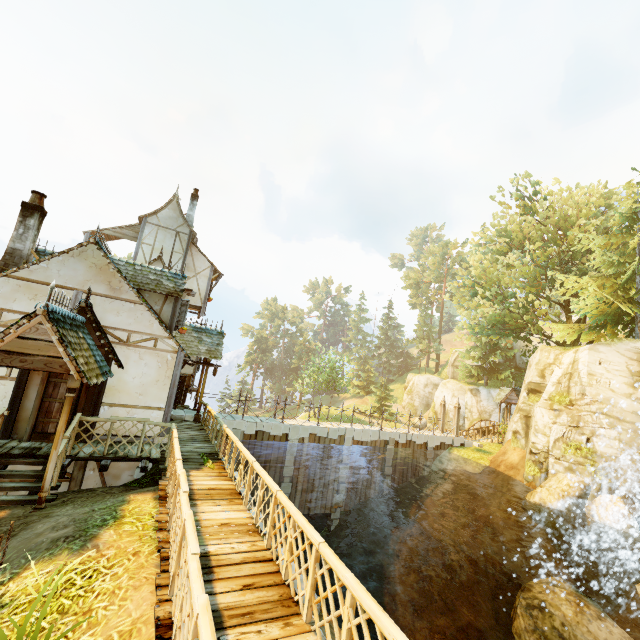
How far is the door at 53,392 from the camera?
9.25m

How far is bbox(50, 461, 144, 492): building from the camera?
10.1m

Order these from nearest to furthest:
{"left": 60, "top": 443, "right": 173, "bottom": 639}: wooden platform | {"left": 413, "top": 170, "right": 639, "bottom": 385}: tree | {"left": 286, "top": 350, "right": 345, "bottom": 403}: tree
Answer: {"left": 60, "top": 443, "right": 173, "bottom": 639}: wooden platform → {"left": 413, "top": 170, "right": 639, "bottom": 385}: tree → {"left": 286, "top": 350, "right": 345, "bottom": 403}: tree

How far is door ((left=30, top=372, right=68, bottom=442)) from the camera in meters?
9.2 m

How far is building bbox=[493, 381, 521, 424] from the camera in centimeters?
2923cm

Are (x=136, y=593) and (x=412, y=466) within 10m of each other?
no

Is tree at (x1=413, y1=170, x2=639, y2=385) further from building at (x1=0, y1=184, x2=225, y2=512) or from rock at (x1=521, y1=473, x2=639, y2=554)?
rock at (x1=521, y1=473, x2=639, y2=554)

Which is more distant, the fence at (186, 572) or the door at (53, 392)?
the door at (53, 392)
